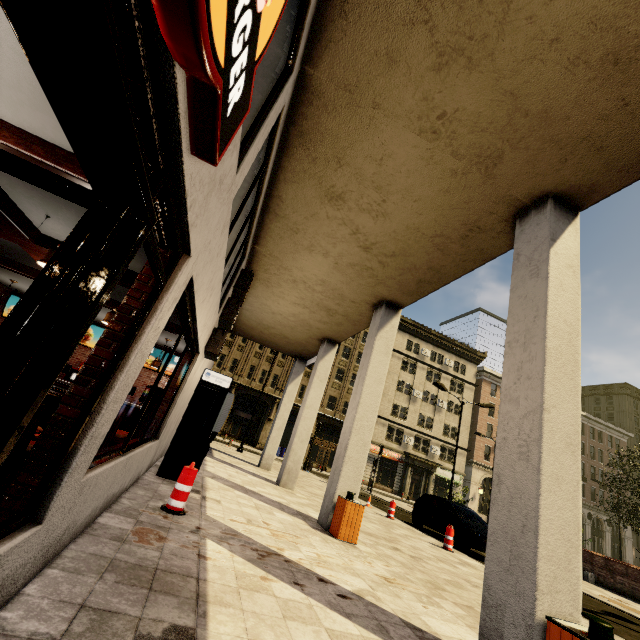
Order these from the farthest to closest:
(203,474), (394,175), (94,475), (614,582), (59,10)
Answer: (614,582)
(203,474)
(394,175)
(94,475)
(59,10)

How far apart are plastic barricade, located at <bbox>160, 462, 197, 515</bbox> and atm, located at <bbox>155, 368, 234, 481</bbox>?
2.0m

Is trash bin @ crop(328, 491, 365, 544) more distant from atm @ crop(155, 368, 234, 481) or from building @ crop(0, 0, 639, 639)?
atm @ crop(155, 368, 234, 481)

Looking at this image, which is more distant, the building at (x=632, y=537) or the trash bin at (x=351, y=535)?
the building at (x=632, y=537)

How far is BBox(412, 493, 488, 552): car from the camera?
11.1m

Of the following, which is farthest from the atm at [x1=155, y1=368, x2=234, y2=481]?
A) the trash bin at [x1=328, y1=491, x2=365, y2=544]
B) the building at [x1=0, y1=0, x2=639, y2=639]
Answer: the trash bin at [x1=328, y1=491, x2=365, y2=544]

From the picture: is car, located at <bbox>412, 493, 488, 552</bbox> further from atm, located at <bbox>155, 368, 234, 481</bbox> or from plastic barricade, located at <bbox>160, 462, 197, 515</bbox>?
plastic barricade, located at <bbox>160, 462, 197, 515</bbox>

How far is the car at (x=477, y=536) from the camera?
11.06m
